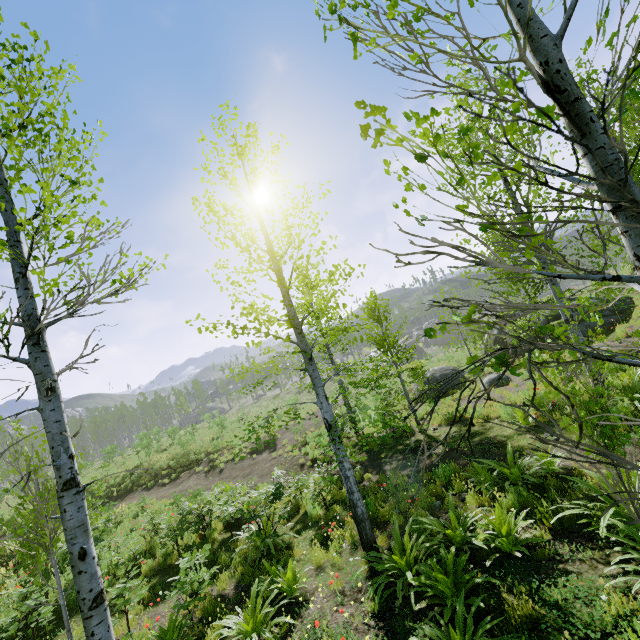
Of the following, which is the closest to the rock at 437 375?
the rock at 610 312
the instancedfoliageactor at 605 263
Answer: the rock at 610 312

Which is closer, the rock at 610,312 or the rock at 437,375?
the rock at 610,312

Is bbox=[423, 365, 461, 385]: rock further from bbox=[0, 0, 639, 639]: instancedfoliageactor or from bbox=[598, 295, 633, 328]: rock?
bbox=[0, 0, 639, 639]: instancedfoliageactor

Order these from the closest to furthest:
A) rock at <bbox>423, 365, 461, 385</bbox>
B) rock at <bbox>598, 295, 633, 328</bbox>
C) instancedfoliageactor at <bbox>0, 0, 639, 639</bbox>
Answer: instancedfoliageactor at <bbox>0, 0, 639, 639</bbox>
rock at <bbox>598, 295, 633, 328</bbox>
rock at <bbox>423, 365, 461, 385</bbox>

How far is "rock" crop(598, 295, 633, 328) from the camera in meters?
15.0 m

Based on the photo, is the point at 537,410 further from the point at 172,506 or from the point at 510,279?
the point at 172,506

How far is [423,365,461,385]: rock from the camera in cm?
1920

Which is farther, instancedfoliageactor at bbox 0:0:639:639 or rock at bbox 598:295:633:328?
rock at bbox 598:295:633:328
